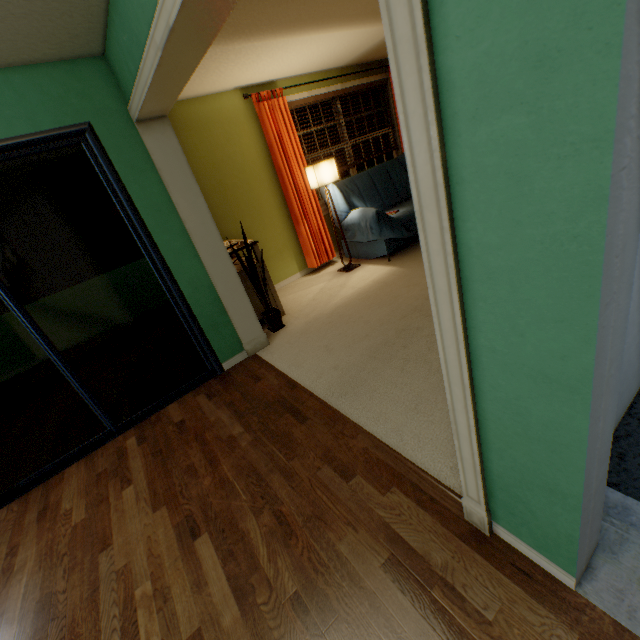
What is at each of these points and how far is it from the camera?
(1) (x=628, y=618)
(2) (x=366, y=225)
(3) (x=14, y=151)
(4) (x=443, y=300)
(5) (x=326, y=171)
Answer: (1) building, 0.98m
(2) sofa, 4.04m
(3) door, 2.02m
(4) door frame, 0.87m
(5) lamp, 3.99m

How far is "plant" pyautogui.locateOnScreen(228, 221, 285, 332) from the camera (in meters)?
3.18

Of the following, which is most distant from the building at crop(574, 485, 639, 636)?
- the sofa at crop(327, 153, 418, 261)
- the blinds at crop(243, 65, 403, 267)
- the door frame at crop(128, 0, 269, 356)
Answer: the blinds at crop(243, 65, 403, 267)

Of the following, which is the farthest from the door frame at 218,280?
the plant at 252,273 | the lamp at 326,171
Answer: the lamp at 326,171

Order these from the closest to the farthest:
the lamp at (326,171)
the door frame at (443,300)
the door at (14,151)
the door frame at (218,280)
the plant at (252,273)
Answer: the door frame at (443,300) → the door frame at (218,280) → the door at (14,151) → the plant at (252,273) → the lamp at (326,171)

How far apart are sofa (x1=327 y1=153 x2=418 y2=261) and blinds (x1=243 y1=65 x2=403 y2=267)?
0.09m

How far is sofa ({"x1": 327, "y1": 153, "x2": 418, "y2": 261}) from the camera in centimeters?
405cm

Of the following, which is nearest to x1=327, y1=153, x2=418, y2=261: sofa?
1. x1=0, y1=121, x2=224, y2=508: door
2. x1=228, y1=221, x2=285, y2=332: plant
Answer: x1=228, y1=221, x2=285, y2=332: plant
